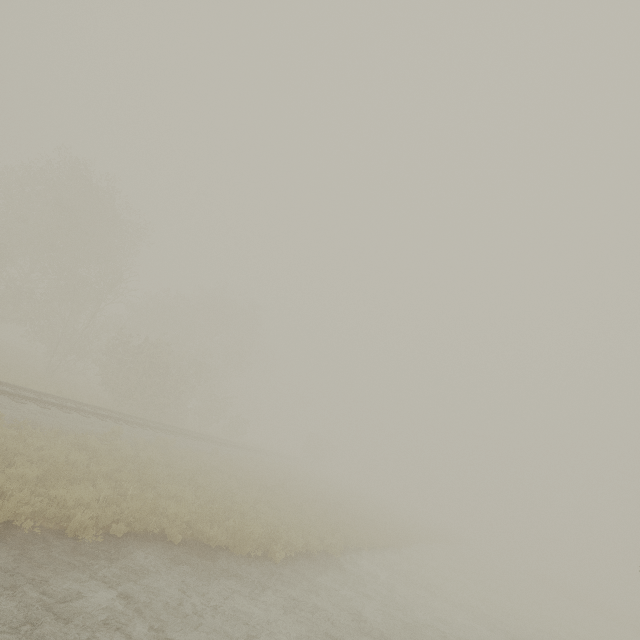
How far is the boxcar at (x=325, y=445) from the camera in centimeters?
5684cm

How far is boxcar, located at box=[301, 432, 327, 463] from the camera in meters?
56.8

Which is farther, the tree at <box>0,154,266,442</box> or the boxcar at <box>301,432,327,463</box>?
the boxcar at <box>301,432,327,463</box>

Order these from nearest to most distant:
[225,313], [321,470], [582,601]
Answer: [582,601], [225,313], [321,470]

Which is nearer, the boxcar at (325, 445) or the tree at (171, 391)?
the tree at (171, 391)
